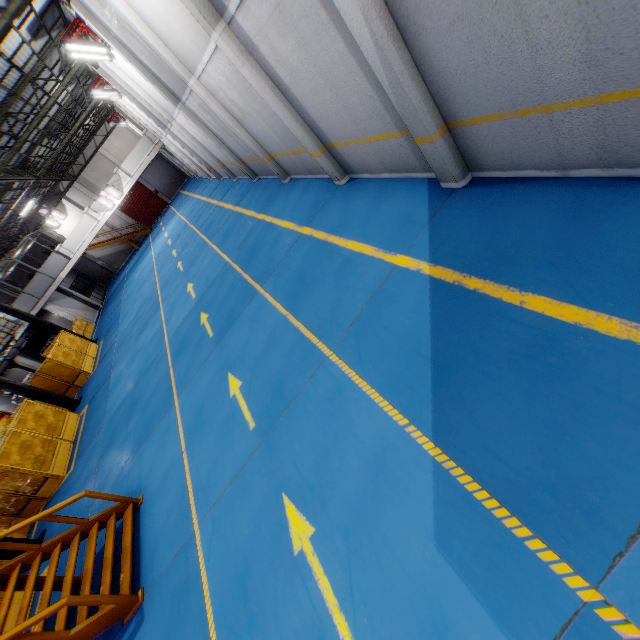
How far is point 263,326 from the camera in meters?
7.7 m

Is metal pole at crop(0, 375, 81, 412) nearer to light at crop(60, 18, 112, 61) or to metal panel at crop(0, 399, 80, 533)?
metal panel at crop(0, 399, 80, 533)

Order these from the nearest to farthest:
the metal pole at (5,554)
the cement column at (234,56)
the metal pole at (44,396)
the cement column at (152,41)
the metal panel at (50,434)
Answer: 1. the cement column at (234,56)
2. the cement column at (152,41)
3. the metal pole at (5,554)
4. the metal panel at (50,434)
5. the metal pole at (44,396)

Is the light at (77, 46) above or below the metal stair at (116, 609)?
above

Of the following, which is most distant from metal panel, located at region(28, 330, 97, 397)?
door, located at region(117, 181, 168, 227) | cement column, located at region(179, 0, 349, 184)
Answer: door, located at region(117, 181, 168, 227)

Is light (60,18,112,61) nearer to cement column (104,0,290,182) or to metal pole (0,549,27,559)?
cement column (104,0,290,182)

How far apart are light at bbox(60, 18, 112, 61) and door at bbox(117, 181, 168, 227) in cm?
2634

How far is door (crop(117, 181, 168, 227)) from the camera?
36.2m
